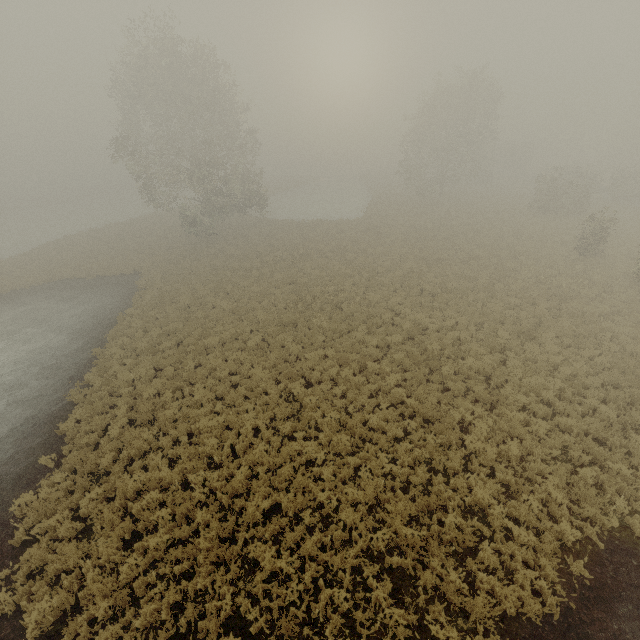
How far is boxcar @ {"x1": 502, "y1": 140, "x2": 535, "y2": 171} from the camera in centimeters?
5578cm

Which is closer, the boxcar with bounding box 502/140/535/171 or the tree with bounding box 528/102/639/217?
the tree with bounding box 528/102/639/217

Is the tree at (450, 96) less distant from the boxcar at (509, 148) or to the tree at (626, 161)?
the tree at (626, 161)

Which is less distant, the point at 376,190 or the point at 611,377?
the point at 611,377

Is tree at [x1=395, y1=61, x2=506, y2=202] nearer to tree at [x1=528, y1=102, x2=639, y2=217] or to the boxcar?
tree at [x1=528, y1=102, x2=639, y2=217]

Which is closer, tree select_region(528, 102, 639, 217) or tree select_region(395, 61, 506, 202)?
tree select_region(528, 102, 639, 217)
